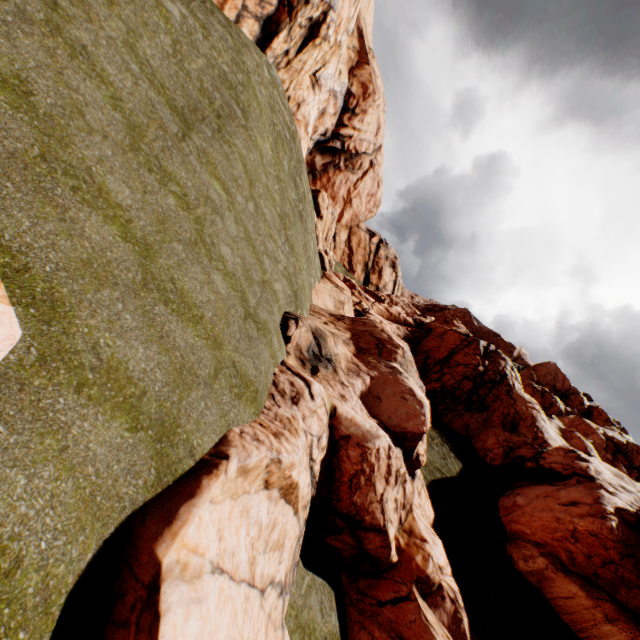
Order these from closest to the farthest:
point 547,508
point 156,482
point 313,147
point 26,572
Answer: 1. point 26,572
2. point 156,482
3. point 547,508
4. point 313,147

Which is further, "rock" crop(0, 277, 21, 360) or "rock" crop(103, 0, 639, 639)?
"rock" crop(103, 0, 639, 639)

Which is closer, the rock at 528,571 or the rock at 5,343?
the rock at 5,343
